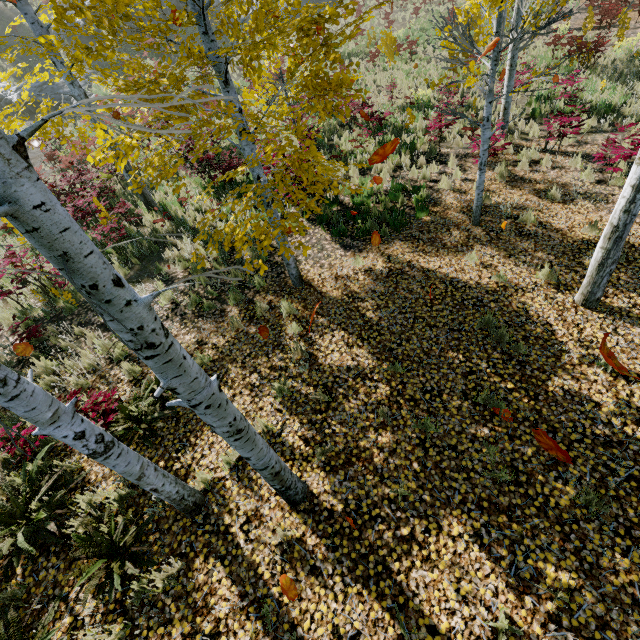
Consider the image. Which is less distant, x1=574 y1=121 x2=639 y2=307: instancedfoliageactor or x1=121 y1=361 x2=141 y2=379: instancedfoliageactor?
x1=574 y1=121 x2=639 y2=307: instancedfoliageactor

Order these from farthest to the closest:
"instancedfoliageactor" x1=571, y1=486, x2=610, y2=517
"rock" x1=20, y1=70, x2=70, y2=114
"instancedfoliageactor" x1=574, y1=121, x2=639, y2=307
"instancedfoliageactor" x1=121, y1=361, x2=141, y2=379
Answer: "rock" x1=20, y1=70, x2=70, y2=114 < "instancedfoliageactor" x1=121, y1=361, x2=141, y2=379 < "instancedfoliageactor" x1=574, y1=121, x2=639, y2=307 < "instancedfoliageactor" x1=571, y1=486, x2=610, y2=517

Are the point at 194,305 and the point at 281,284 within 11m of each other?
yes

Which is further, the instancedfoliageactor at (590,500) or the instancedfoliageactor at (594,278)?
the instancedfoliageactor at (594,278)

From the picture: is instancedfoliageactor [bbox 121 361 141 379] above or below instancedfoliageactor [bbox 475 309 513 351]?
above

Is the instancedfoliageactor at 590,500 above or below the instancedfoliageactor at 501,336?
below
